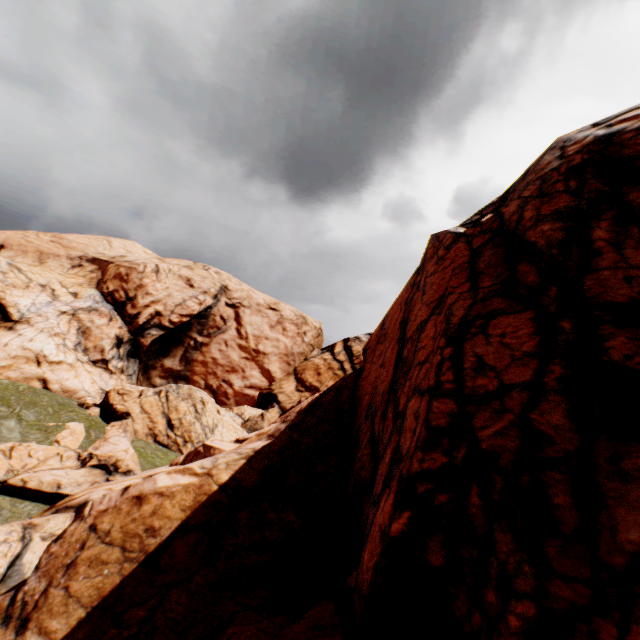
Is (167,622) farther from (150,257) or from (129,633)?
(150,257)
